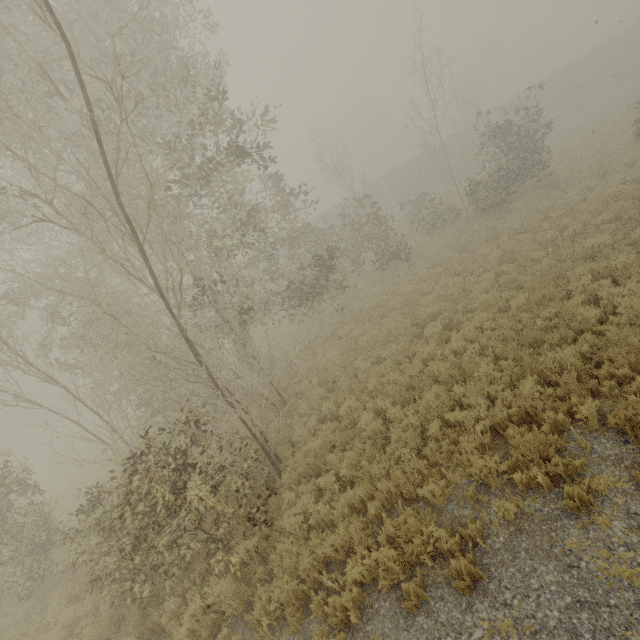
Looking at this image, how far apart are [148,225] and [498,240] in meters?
14.8

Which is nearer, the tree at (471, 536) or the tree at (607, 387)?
the tree at (471, 536)

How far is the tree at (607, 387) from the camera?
6.0m

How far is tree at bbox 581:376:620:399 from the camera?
5.98m

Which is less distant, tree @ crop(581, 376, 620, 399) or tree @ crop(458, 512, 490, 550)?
tree @ crop(458, 512, 490, 550)

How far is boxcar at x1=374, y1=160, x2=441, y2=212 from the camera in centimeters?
3694cm

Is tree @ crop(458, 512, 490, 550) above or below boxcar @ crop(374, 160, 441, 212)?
below
